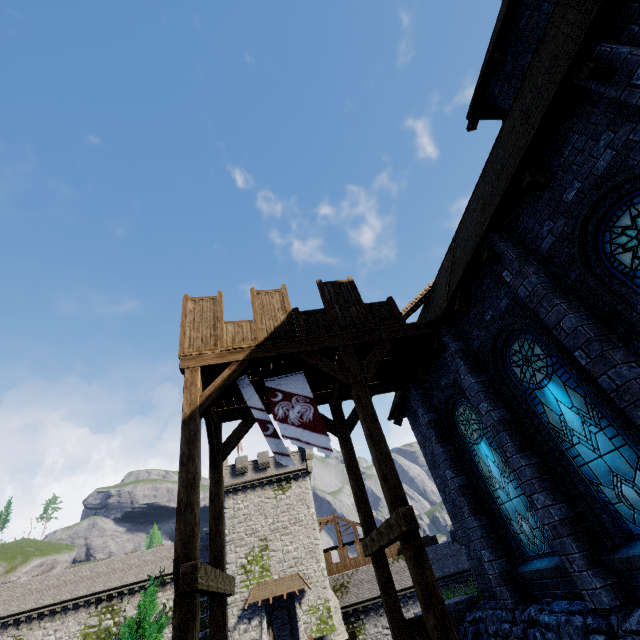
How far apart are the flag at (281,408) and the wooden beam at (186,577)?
2.12m

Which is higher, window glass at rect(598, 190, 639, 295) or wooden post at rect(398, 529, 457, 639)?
window glass at rect(598, 190, 639, 295)

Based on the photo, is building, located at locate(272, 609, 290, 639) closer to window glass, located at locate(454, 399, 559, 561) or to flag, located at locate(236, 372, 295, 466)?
window glass, located at locate(454, 399, 559, 561)

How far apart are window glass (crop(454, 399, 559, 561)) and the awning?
30.8 meters

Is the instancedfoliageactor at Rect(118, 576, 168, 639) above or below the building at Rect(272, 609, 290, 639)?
above

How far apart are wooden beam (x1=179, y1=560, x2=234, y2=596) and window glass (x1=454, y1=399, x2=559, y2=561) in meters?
6.5 m

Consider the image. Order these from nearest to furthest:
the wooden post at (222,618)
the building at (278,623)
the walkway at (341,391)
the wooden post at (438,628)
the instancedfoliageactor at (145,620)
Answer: the wooden post at (438,628) → the walkway at (341,391) → the wooden post at (222,618) → the instancedfoliageactor at (145,620) → the building at (278,623)

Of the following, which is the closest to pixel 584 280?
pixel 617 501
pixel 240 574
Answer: pixel 617 501
